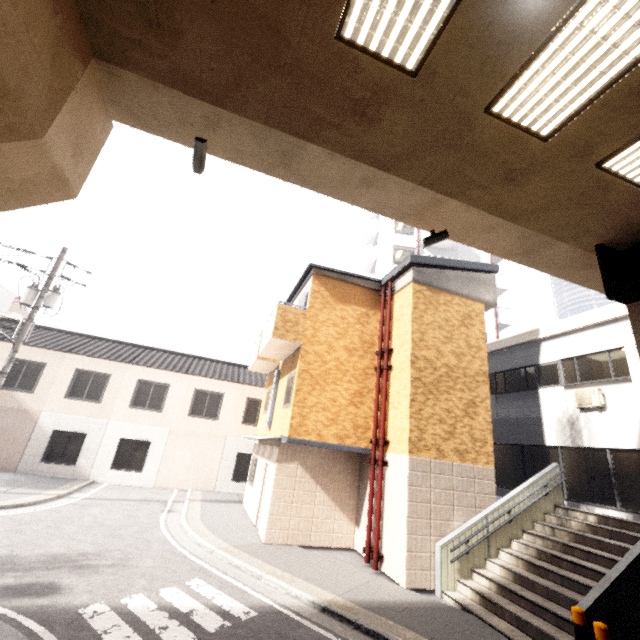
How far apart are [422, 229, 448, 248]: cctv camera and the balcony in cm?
599

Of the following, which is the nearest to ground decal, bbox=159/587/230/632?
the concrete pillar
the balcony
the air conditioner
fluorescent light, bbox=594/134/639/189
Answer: the concrete pillar

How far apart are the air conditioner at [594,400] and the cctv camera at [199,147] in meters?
12.8

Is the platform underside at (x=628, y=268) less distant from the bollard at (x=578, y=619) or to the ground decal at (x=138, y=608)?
the bollard at (x=578, y=619)

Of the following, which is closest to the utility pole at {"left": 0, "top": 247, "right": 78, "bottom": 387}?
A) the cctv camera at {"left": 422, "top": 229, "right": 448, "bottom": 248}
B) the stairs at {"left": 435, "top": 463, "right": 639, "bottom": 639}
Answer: the cctv camera at {"left": 422, "top": 229, "right": 448, "bottom": 248}

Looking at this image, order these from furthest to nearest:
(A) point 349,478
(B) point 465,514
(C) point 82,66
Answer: (A) point 349,478, (B) point 465,514, (C) point 82,66

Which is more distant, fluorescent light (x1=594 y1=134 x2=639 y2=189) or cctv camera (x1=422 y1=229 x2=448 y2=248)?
cctv camera (x1=422 y1=229 x2=448 y2=248)

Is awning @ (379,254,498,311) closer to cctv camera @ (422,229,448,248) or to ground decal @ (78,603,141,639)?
cctv camera @ (422,229,448,248)
